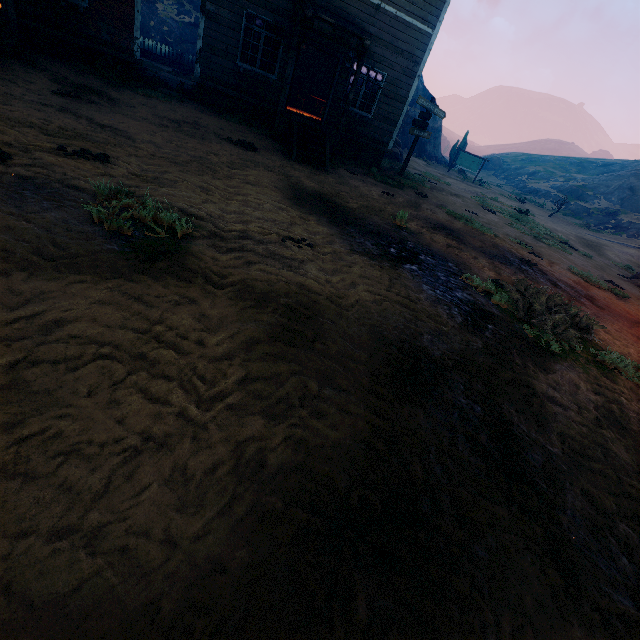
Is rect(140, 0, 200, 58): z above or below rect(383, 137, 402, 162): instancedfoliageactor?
above

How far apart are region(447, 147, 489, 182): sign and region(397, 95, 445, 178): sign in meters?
19.2

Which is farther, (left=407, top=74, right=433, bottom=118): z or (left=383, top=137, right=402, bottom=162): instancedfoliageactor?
(left=407, top=74, right=433, bottom=118): z

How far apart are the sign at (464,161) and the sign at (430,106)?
19.2 meters

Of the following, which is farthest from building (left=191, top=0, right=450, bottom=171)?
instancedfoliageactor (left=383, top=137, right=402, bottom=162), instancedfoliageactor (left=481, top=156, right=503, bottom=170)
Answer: instancedfoliageactor (left=481, top=156, right=503, bottom=170)

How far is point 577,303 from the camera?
7.6m

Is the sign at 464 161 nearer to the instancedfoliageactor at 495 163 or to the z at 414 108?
the z at 414 108

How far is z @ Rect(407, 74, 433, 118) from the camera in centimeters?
3100cm
